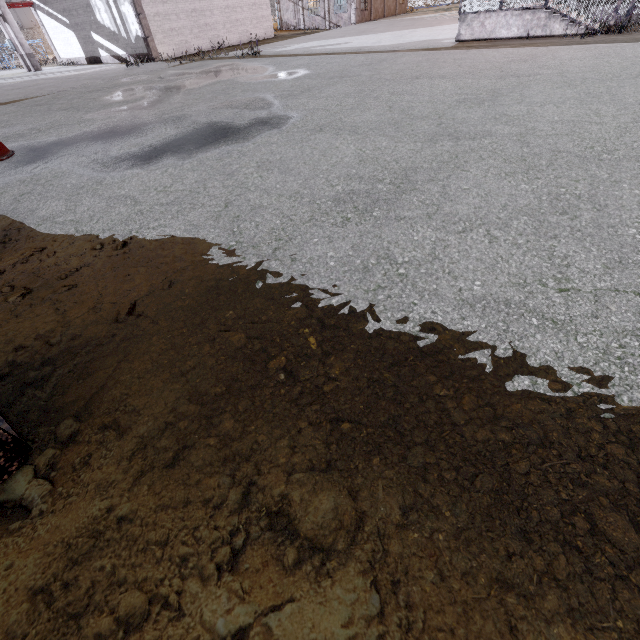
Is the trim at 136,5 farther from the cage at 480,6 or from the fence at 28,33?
the fence at 28,33

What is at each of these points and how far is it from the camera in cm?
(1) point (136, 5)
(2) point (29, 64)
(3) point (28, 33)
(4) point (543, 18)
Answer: (1) trim, 1828
(2) column, 2262
(3) fence, 4778
(4) stair, 1161

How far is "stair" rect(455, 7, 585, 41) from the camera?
11.48m

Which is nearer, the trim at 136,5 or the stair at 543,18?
the stair at 543,18

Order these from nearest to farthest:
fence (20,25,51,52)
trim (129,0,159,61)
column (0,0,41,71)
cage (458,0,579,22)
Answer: cage (458,0,579,22)
trim (129,0,159,61)
column (0,0,41,71)
fence (20,25,51,52)

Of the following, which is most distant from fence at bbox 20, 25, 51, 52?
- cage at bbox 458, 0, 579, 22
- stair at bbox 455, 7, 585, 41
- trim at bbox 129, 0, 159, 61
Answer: stair at bbox 455, 7, 585, 41

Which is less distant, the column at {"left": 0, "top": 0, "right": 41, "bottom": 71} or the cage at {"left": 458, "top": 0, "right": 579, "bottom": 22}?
the cage at {"left": 458, "top": 0, "right": 579, "bottom": 22}
